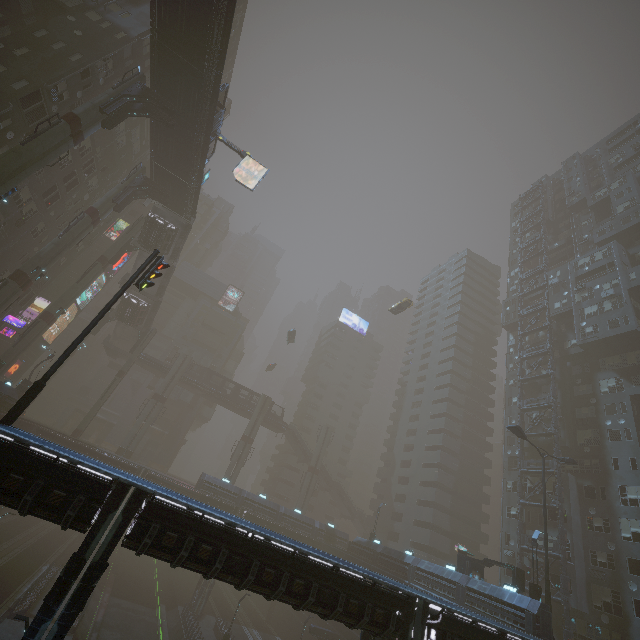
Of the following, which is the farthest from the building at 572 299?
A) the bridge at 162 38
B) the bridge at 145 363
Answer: the bridge at 162 38

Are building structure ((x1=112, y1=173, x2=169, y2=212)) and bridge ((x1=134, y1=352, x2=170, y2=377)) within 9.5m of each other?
no

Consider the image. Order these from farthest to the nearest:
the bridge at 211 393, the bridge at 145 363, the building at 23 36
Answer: the bridge at 211 393 → the bridge at 145 363 → the building at 23 36

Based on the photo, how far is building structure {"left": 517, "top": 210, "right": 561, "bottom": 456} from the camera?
39.6 meters

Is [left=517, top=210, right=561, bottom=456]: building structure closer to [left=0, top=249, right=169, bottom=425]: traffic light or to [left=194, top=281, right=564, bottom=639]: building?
[left=194, top=281, right=564, bottom=639]: building

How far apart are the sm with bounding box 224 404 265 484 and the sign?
33.60m

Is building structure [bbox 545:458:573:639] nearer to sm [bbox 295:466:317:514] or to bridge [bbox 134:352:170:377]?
sm [bbox 295:466:317:514]

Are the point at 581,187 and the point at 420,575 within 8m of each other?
no
